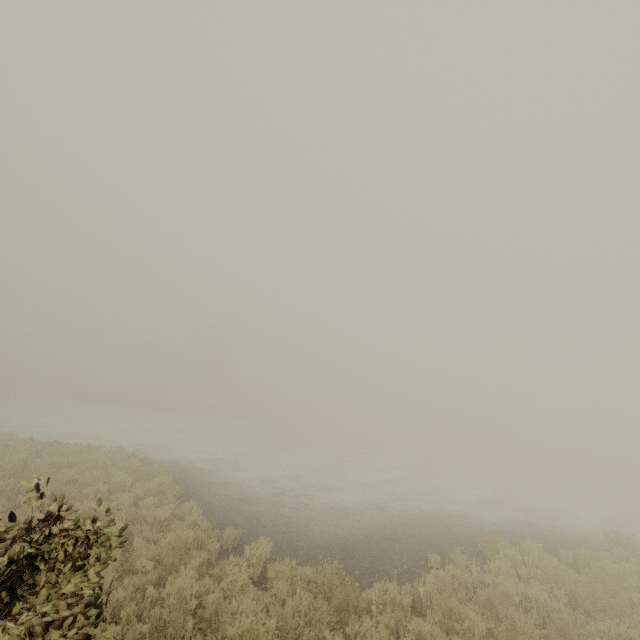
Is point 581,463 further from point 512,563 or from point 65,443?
point 65,443
